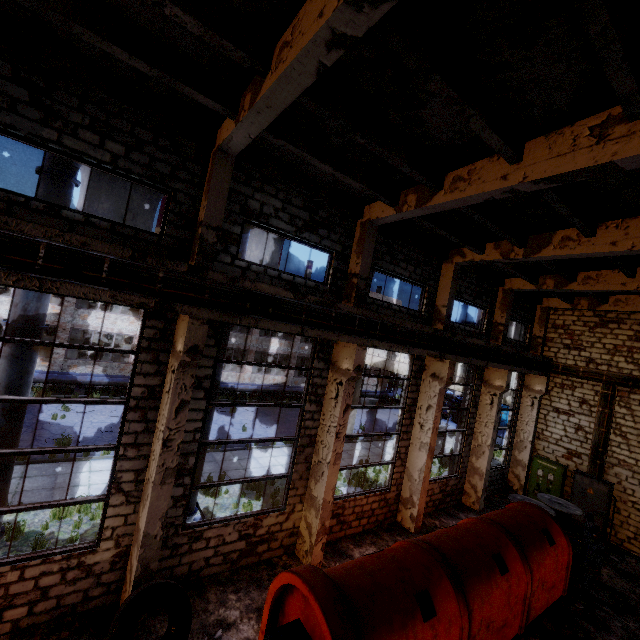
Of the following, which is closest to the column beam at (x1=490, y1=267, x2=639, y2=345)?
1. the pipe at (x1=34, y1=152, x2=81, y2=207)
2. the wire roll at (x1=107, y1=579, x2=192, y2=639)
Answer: the pipe at (x1=34, y1=152, x2=81, y2=207)

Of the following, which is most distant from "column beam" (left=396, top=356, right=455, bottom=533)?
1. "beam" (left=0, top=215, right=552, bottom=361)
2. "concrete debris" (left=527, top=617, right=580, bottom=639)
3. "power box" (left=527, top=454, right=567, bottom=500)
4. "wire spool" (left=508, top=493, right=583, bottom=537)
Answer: "power box" (left=527, top=454, right=567, bottom=500)

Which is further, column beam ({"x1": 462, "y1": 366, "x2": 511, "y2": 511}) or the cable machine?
column beam ({"x1": 462, "y1": 366, "x2": 511, "y2": 511})

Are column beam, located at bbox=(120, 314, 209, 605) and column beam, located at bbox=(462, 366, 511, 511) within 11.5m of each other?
no

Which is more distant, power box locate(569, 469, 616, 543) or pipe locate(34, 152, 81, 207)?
power box locate(569, 469, 616, 543)

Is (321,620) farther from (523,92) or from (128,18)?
(128,18)

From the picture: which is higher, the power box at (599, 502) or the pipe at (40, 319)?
the pipe at (40, 319)

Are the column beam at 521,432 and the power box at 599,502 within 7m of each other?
yes
